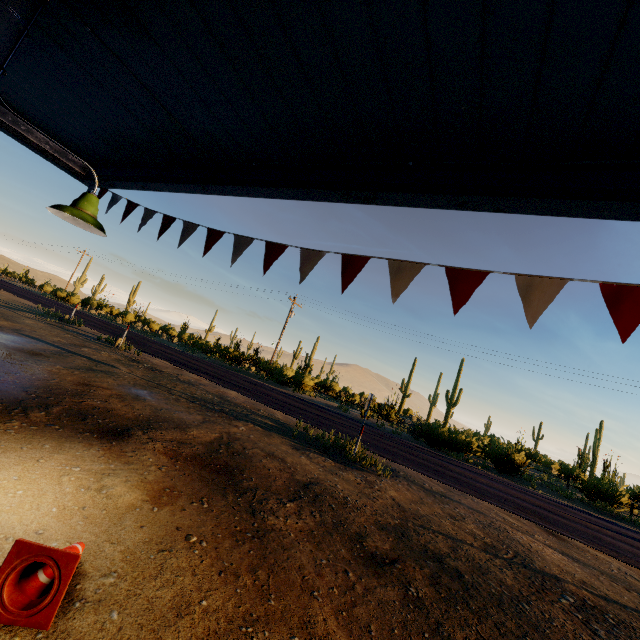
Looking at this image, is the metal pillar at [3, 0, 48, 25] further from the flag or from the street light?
the flag

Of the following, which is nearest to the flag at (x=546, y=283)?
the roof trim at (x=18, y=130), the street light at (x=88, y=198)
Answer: the roof trim at (x=18, y=130)

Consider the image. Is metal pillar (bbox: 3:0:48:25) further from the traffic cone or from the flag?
the flag

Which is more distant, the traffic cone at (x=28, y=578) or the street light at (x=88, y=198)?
the street light at (x=88, y=198)

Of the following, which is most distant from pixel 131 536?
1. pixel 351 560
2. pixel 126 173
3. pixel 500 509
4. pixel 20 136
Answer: pixel 500 509

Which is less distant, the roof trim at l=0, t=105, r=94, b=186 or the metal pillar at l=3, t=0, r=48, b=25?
the metal pillar at l=3, t=0, r=48, b=25

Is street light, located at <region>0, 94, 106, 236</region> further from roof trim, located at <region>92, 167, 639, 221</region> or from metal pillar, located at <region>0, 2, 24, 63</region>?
roof trim, located at <region>92, 167, 639, 221</region>

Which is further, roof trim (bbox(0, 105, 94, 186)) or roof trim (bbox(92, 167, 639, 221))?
roof trim (bbox(0, 105, 94, 186))
